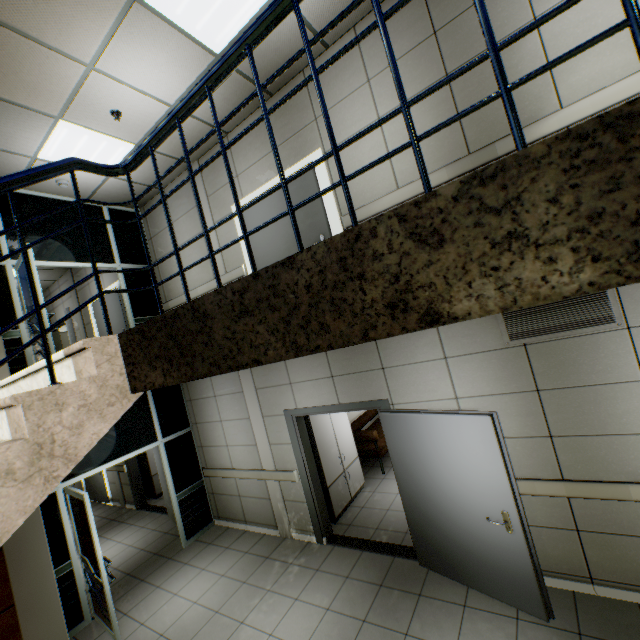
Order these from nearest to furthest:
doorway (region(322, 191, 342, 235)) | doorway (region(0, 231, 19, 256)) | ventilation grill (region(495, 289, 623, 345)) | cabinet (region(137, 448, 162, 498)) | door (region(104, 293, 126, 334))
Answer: ventilation grill (region(495, 289, 623, 345)), doorway (region(322, 191, 342, 235)), doorway (region(0, 231, 19, 256)), door (region(104, 293, 126, 334)), cabinet (region(137, 448, 162, 498))

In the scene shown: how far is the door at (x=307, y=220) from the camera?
4.4 meters

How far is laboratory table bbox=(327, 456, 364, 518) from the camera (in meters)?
5.57

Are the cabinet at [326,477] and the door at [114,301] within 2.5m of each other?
no

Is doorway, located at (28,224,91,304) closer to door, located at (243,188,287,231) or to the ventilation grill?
door, located at (243,188,287,231)

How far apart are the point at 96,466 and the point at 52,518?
0.8 meters

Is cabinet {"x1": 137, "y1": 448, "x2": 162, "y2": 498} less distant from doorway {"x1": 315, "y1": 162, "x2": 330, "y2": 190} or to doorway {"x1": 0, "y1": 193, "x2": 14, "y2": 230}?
doorway {"x1": 0, "y1": 193, "x2": 14, "y2": 230}

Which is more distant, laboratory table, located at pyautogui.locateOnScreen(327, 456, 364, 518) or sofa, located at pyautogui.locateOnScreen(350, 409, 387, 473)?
sofa, located at pyautogui.locateOnScreen(350, 409, 387, 473)
